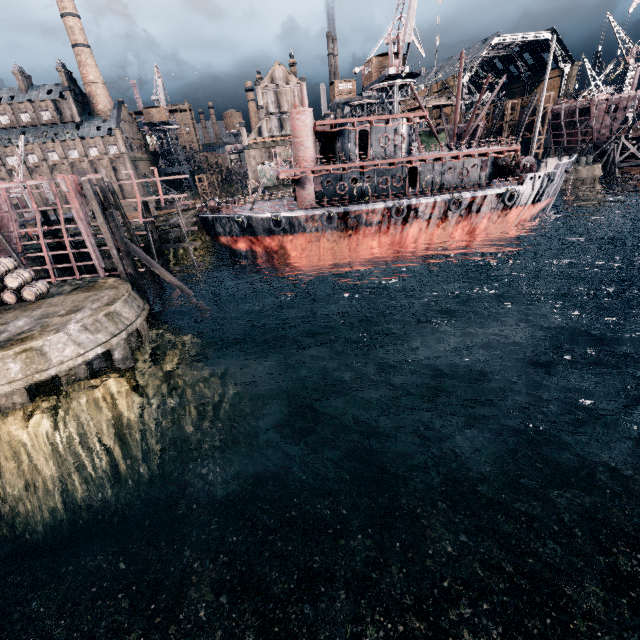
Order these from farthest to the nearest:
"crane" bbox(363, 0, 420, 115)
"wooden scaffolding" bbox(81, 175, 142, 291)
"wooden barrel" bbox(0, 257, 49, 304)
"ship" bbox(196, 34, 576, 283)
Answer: "crane" bbox(363, 0, 420, 115) < "ship" bbox(196, 34, 576, 283) < "wooden scaffolding" bbox(81, 175, 142, 291) < "wooden barrel" bbox(0, 257, 49, 304)

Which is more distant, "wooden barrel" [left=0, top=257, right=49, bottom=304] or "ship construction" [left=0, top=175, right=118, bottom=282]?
"ship construction" [left=0, top=175, right=118, bottom=282]

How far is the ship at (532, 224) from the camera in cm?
2986

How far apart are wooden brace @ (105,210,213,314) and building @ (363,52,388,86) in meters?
43.6

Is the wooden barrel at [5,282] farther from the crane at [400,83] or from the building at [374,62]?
the building at [374,62]

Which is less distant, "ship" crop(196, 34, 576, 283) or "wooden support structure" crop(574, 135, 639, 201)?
"ship" crop(196, 34, 576, 283)

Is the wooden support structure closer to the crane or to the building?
the building

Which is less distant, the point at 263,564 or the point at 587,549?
the point at 587,549
